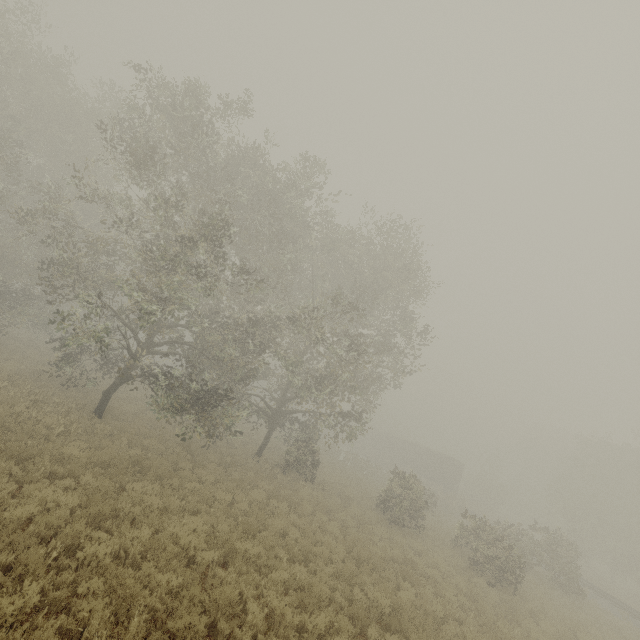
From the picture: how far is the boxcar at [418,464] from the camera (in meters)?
42.16

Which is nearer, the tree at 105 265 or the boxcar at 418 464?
the tree at 105 265

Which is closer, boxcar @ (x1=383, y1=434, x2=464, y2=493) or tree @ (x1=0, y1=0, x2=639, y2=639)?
tree @ (x1=0, y1=0, x2=639, y2=639)

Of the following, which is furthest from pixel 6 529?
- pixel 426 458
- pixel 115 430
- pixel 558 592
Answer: pixel 426 458

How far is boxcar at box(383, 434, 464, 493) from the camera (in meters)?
42.16
